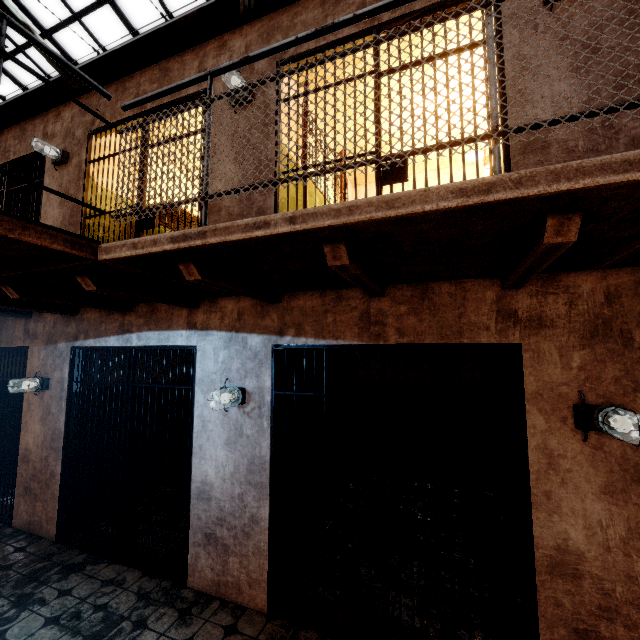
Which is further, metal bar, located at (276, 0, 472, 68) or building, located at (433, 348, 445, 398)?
building, located at (433, 348, 445, 398)

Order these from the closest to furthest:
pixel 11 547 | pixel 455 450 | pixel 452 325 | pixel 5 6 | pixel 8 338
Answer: pixel 452 325 < pixel 11 547 < pixel 8 338 < pixel 455 450 < pixel 5 6

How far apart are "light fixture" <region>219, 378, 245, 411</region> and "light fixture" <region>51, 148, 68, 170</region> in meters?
4.1 m

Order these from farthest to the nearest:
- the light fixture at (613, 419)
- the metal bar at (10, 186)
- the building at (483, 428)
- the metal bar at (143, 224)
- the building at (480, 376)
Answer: the building at (480, 376)
the metal bar at (10, 186)
the metal bar at (143, 224)
the building at (483, 428)
the light fixture at (613, 419)

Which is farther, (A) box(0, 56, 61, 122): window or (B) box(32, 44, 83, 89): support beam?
(A) box(0, 56, 61, 122): window

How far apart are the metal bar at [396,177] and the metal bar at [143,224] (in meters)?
0.93

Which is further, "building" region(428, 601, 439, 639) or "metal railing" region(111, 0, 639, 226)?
"building" region(428, 601, 439, 639)

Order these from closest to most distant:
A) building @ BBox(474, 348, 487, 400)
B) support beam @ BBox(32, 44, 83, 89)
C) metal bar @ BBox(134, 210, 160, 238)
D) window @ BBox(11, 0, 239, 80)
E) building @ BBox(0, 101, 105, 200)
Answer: metal bar @ BBox(134, 210, 160, 238) < building @ BBox(0, 101, 105, 200) < building @ BBox(474, 348, 487, 400) < window @ BBox(11, 0, 239, 80) < support beam @ BBox(32, 44, 83, 89)
